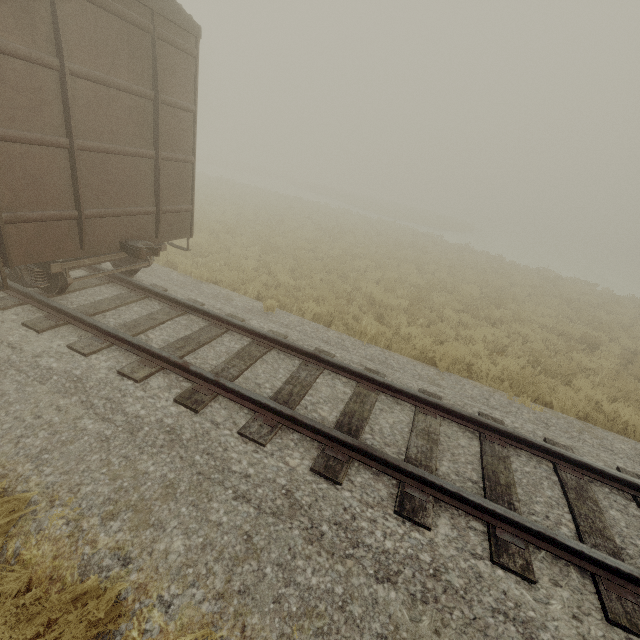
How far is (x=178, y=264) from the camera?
9.4 meters
